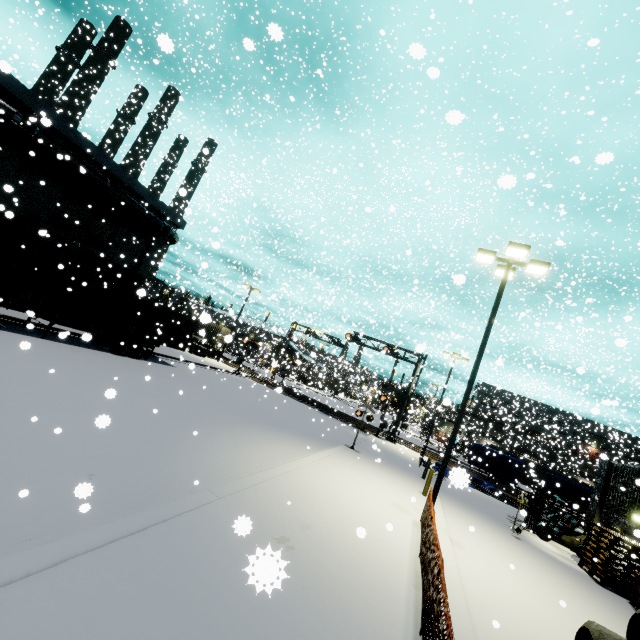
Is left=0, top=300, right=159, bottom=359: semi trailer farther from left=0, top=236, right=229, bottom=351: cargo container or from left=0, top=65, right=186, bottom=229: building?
left=0, top=65, right=186, bottom=229: building

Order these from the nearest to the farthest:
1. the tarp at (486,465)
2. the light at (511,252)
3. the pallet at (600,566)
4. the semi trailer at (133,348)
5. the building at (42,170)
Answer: the light at (511,252), the pallet at (600,566), the semi trailer at (133,348), the building at (42,170), the tarp at (486,465)

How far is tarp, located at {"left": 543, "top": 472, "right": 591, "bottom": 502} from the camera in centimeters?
2473cm

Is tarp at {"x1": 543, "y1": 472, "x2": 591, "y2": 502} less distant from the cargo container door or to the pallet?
the pallet

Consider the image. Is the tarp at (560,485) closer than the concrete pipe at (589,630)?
No

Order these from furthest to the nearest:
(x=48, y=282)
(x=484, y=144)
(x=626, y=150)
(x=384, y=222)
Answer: (x=384, y=222) < (x=626, y=150) < (x=484, y=144) < (x=48, y=282)

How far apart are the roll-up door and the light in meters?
22.5

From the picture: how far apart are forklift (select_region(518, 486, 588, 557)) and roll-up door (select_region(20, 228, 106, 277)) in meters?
28.6 m
